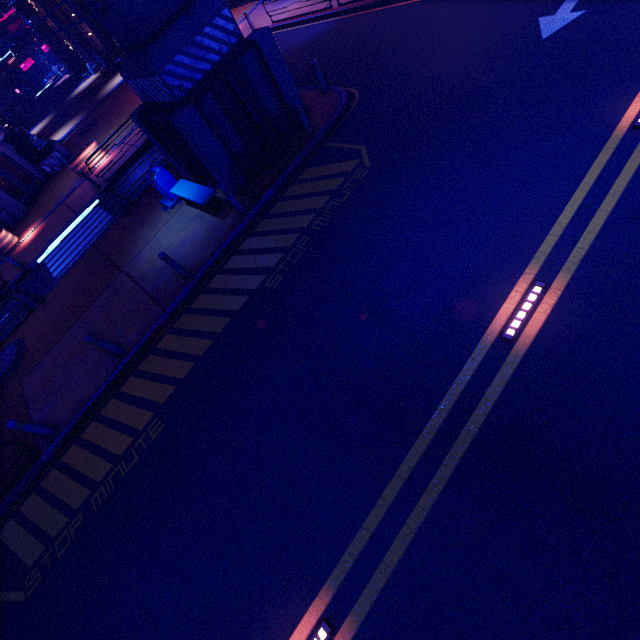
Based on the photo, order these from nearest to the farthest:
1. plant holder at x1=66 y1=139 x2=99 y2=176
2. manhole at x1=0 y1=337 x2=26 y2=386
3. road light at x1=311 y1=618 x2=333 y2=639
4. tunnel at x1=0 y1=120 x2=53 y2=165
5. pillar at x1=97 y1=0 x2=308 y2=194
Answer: road light at x1=311 y1=618 x2=333 y2=639 → pillar at x1=97 y1=0 x2=308 y2=194 → manhole at x1=0 y1=337 x2=26 y2=386 → plant holder at x1=66 y1=139 x2=99 y2=176 → tunnel at x1=0 y1=120 x2=53 y2=165

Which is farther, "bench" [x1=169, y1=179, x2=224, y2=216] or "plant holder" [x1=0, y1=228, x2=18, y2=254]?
"plant holder" [x1=0, y1=228, x2=18, y2=254]

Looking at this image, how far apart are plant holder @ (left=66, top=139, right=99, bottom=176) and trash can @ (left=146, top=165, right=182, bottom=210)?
10.72m

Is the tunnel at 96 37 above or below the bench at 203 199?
above

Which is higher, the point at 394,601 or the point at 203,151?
the point at 203,151

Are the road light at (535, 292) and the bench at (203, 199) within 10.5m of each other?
yes

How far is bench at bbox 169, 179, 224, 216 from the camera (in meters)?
10.16

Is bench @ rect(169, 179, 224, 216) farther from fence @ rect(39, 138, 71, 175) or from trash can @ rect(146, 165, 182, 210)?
fence @ rect(39, 138, 71, 175)
